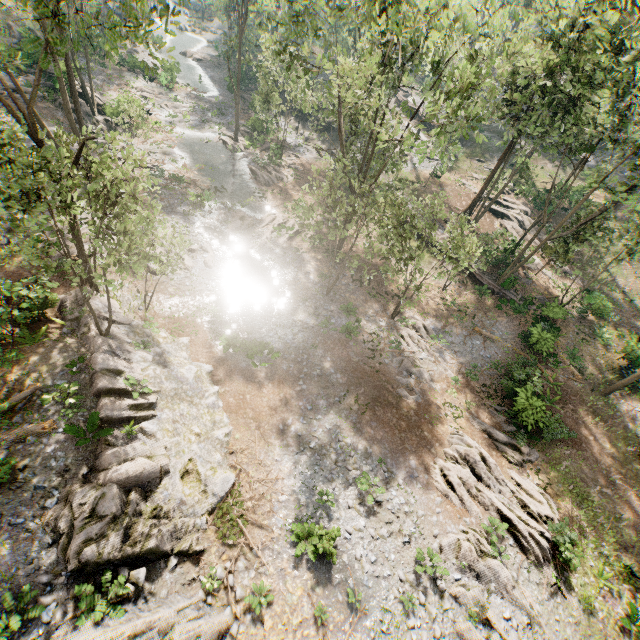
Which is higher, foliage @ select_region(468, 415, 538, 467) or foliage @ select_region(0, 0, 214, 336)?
foliage @ select_region(0, 0, 214, 336)

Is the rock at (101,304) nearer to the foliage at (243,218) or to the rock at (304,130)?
the foliage at (243,218)

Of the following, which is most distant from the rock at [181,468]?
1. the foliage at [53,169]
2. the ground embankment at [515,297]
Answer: the ground embankment at [515,297]

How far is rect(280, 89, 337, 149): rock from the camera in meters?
43.2

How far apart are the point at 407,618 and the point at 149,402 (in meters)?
14.38

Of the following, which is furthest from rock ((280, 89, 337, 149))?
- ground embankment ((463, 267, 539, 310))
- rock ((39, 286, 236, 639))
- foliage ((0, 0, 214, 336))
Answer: rock ((39, 286, 236, 639))

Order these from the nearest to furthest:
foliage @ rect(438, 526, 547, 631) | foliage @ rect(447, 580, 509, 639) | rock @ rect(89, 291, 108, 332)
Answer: foliage @ rect(447, 580, 509, 639), foliage @ rect(438, 526, 547, 631), rock @ rect(89, 291, 108, 332)

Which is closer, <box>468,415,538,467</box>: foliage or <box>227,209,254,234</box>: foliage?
<box>468,415,538,467</box>: foliage
